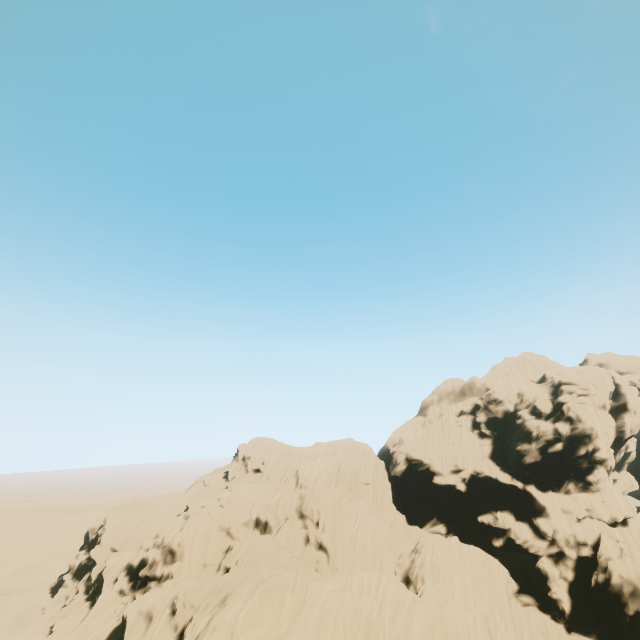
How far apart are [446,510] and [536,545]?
13.74m
